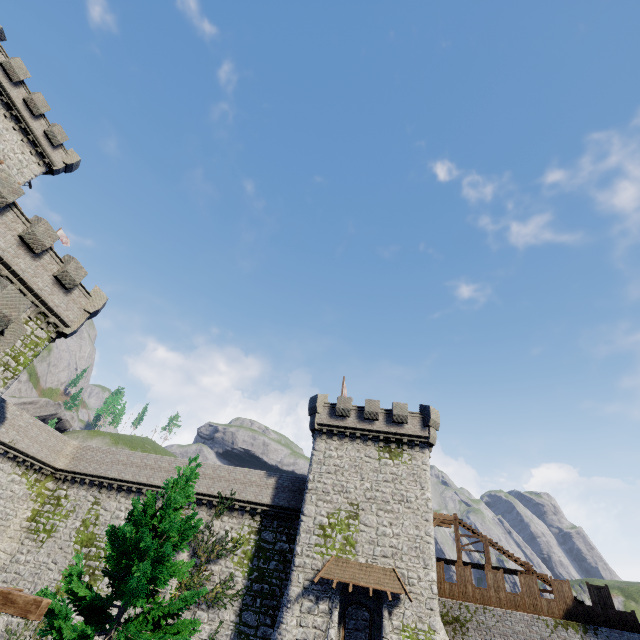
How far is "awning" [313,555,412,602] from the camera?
20.8 meters

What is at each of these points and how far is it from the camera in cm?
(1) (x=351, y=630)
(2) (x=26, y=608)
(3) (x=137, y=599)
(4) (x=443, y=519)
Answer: (1) building, 2583
(2) wooden beam, 682
(3) instancedfoliageactor, 854
(4) wooden platform, 2647

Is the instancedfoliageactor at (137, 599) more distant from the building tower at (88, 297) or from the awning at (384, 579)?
the awning at (384, 579)

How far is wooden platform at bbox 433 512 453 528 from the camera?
26.36m

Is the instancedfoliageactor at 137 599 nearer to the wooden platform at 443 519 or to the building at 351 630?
the building at 351 630

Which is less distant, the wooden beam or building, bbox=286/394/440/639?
the wooden beam

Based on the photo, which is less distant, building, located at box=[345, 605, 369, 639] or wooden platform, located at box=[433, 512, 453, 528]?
building, located at box=[345, 605, 369, 639]

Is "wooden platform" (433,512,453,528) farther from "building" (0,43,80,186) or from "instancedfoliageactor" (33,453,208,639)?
"building" (0,43,80,186)
